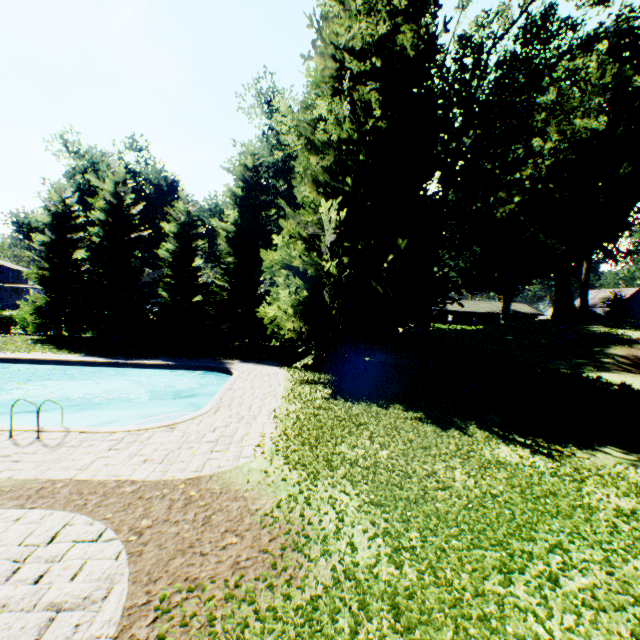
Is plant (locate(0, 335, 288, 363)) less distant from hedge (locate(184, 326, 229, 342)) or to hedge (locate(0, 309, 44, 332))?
hedge (locate(0, 309, 44, 332))

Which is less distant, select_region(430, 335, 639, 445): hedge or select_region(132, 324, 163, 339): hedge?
select_region(430, 335, 639, 445): hedge

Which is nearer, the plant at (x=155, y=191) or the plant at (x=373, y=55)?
the plant at (x=373, y=55)

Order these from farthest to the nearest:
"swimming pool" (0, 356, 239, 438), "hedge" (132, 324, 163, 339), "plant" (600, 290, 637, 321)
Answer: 1. "plant" (600, 290, 637, 321)
2. "hedge" (132, 324, 163, 339)
3. "swimming pool" (0, 356, 239, 438)

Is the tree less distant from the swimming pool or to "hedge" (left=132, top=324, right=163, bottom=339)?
"hedge" (left=132, top=324, right=163, bottom=339)

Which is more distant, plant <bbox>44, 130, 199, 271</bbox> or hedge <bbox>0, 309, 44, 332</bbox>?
plant <bbox>44, 130, 199, 271</bbox>

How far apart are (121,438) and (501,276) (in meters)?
52.54

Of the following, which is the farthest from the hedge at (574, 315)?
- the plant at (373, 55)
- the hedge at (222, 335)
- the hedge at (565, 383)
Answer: the hedge at (222, 335)
